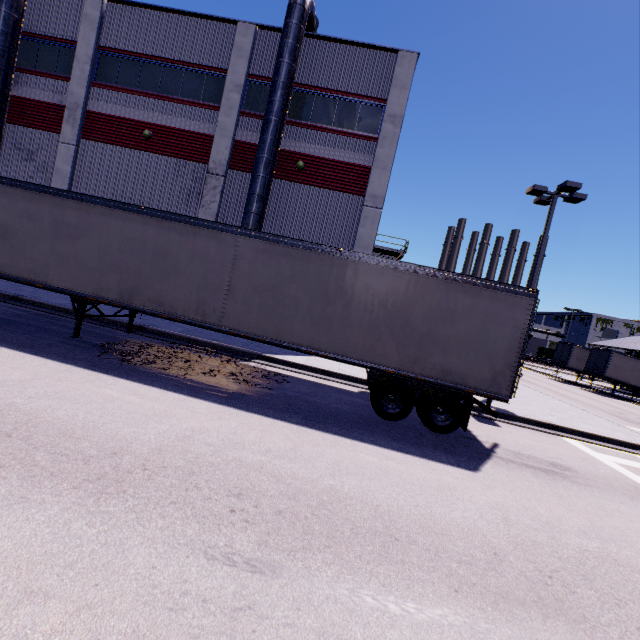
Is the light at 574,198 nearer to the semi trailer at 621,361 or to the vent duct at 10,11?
the semi trailer at 621,361

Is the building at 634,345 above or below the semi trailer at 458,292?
above

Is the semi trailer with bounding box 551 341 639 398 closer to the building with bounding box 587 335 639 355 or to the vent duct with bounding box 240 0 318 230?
the building with bounding box 587 335 639 355

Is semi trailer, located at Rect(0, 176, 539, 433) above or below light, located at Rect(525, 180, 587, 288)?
below

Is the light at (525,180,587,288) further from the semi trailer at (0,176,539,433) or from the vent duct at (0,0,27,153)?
the vent duct at (0,0,27,153)

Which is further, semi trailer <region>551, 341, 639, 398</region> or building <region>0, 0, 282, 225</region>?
semi trailer <region>551, 341, 639, 398</region>

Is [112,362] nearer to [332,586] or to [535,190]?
[332,586]
